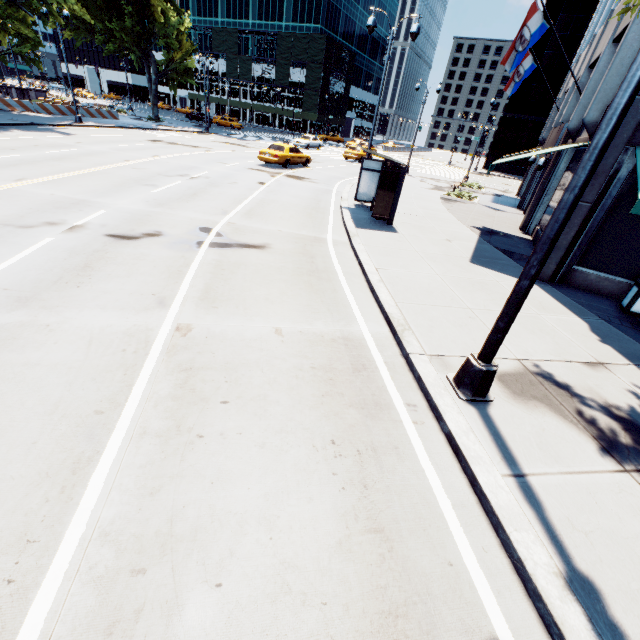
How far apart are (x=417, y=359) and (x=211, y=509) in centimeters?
386cm

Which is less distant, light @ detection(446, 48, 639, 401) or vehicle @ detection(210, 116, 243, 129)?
light @ detection(446, 48, 639, 401)

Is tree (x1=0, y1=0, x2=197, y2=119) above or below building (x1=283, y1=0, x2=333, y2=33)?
below

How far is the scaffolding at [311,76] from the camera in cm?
5684

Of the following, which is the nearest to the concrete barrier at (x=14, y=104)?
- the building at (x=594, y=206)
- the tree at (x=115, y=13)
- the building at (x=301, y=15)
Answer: the tree at (x=115, y=13)

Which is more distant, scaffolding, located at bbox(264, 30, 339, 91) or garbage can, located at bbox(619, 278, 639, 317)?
scaffolding, located at bbox(264, 30, 339, 91)

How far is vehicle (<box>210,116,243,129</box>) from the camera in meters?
50.9 m

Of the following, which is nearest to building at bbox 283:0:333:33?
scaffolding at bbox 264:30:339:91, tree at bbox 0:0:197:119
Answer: scaffolding at bbox 264:30:339:91
